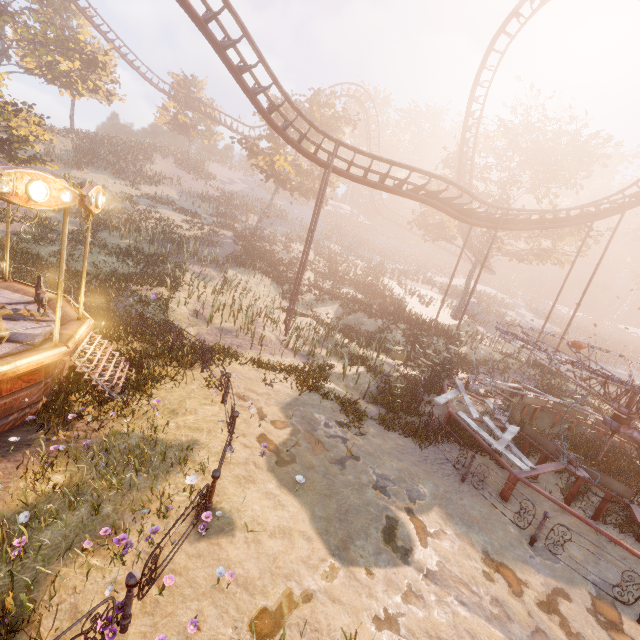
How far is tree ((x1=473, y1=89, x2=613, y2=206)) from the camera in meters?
25.4 m

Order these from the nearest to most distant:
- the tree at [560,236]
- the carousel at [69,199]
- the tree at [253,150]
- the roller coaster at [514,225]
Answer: the carousel at [69,199]
the roller coaster at [514,225]
the tree at [560,236]
the tree at [253,150]

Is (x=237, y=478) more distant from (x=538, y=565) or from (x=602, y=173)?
(x=602, y=173)

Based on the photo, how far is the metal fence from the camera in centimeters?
396cm

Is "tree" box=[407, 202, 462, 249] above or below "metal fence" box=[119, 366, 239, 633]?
above

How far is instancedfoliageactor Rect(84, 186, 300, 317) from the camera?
15.6m

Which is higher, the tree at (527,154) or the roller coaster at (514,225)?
the tree at (527,154)

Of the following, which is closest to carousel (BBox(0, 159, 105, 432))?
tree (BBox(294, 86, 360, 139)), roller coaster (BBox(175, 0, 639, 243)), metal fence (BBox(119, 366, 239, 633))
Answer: metal fence (BBox(119, 366, 239, 633))
